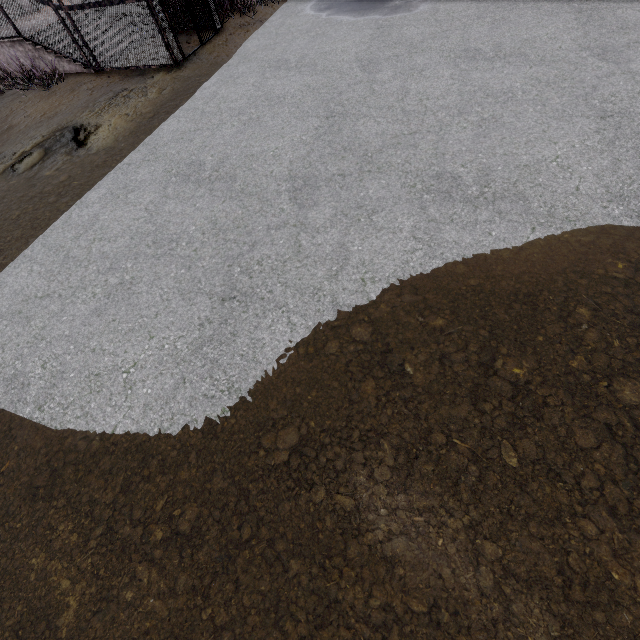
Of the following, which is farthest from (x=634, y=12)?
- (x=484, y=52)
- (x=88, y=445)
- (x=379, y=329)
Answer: (x=88, y=445)
